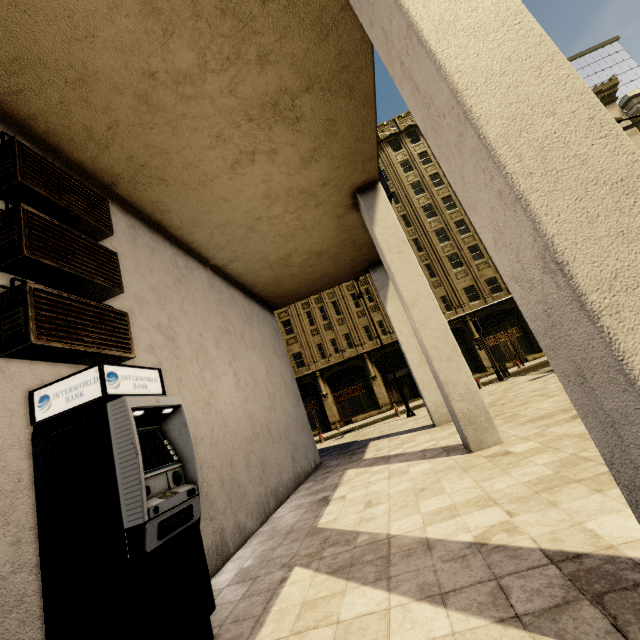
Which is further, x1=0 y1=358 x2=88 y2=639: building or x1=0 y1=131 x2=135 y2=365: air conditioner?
x1=0 y1=131 x2=135 y2=365: air conditioner

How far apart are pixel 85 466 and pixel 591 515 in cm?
416

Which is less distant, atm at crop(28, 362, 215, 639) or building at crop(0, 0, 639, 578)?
building at crop(0, 0, 639, 578)

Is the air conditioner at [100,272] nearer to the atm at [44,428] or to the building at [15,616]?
the building at [15,616]

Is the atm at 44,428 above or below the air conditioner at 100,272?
below

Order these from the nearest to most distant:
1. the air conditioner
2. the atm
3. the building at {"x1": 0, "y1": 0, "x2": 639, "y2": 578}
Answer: the building at {"x1": 0, "y1": 0, "x2": 639, "y2": 578}
the atm
the air conditioner

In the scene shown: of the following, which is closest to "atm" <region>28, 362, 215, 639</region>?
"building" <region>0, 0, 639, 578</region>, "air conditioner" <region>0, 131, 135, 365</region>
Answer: "building" <region>0, 0, 639, 578</region>
